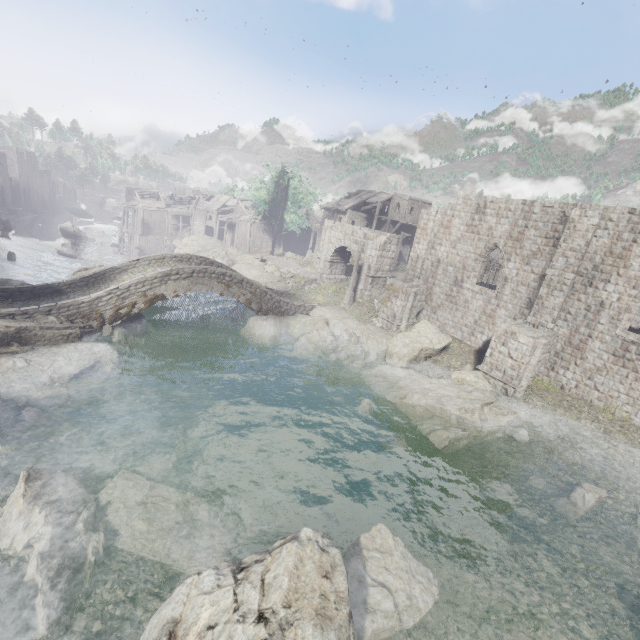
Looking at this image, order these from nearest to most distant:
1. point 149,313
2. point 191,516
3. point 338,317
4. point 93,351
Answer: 1. point 191,516
2. point 93,351
3. point 149,313
4. point 338,317

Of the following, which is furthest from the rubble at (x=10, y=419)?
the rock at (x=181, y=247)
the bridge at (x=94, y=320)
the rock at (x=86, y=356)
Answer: the rock at (x=181, y=247)

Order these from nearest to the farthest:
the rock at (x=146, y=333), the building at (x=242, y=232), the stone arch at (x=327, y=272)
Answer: the rock at (x=146, y=333) < the stone arch at (x=327, y=272) < the building at (x=242, y=232)

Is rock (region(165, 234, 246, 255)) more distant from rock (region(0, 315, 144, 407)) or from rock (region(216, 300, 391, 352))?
rock (region(0, 315, 144, 407))

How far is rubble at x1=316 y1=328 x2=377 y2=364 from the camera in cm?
2130

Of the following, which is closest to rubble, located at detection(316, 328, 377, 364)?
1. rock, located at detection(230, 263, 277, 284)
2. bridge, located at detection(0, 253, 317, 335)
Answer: rock, located at detection(230, 263, 277, 284)

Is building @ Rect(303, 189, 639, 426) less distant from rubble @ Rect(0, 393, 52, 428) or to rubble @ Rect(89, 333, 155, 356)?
rubble @ Rect(0, 393, 52, 428)

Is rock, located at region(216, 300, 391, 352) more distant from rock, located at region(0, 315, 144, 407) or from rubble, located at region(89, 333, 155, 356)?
rock, located at region(0, 315, 144, 407)
